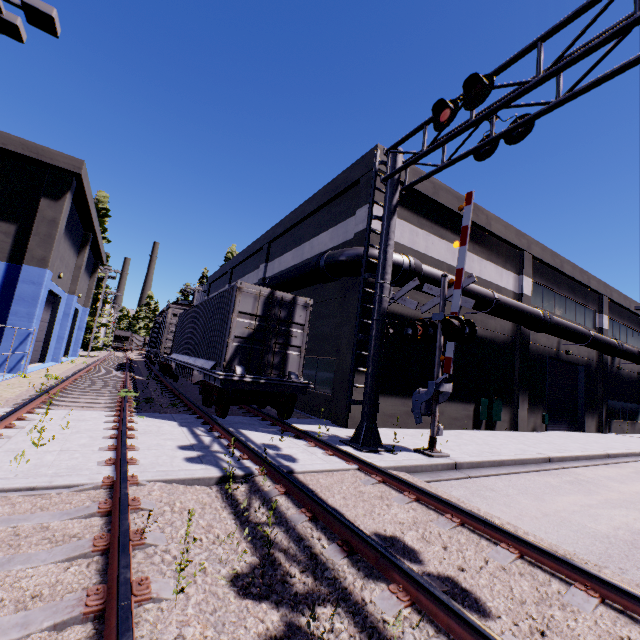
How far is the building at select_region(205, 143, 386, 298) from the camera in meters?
13.0 m

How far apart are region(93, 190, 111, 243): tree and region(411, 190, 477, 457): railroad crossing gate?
41.0 meters

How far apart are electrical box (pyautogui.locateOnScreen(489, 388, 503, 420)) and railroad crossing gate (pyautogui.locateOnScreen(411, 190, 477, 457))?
7.3m

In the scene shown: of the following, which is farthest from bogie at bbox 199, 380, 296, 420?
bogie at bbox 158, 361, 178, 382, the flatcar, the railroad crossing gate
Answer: bogie at bbox 158, 361, 178, 382

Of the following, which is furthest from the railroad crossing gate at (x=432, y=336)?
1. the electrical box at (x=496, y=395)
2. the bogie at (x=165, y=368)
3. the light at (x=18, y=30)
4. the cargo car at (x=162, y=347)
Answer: the cargo car at (x=162, y=347)

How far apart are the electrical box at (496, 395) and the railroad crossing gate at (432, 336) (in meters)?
7.27

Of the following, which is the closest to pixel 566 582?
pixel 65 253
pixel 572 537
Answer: pixel 572 537

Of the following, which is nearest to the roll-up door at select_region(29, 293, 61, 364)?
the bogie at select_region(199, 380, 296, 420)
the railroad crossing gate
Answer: the bogie at select_region(199, 380, 296, 420)
